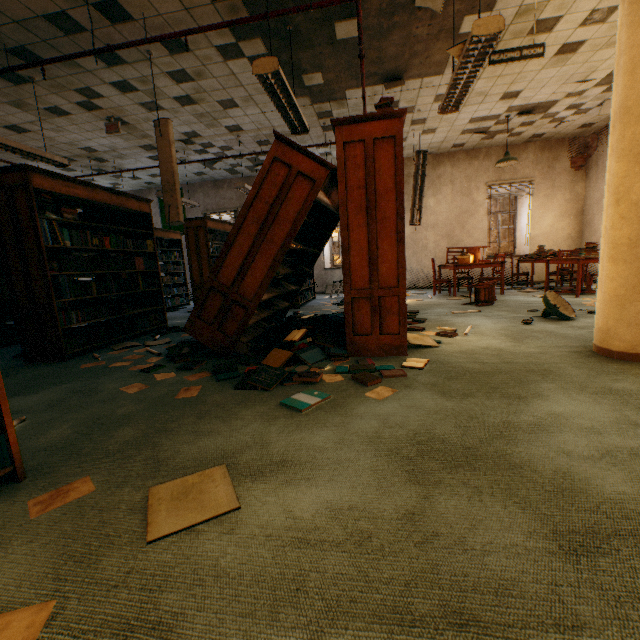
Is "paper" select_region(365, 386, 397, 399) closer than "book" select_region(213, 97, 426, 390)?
Yes

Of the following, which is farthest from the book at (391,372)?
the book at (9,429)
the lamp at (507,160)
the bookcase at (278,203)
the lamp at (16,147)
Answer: the lamp at (507,160)

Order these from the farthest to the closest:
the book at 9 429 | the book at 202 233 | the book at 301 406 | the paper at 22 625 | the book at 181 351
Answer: the book at 202 233 → the book at 181 351 → the book at 301 406 → the book at 9 429 → the paper at 22 625

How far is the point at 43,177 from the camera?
3.66m

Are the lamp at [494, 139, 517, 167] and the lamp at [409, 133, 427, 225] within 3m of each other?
yes

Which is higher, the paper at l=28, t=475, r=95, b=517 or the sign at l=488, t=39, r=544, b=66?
the sign at l=488, t=39, r=544, b=66

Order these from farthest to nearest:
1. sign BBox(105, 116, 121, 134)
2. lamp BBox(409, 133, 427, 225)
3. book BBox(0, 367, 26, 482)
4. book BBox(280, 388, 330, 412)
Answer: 1. lamp BBox(409, 133, 427, 225)
2. sign BBox(105, 116, 121, 134)
3. book BBox(280, 388, 330, 412)
4. book BBox(0, 367, 26, 482)

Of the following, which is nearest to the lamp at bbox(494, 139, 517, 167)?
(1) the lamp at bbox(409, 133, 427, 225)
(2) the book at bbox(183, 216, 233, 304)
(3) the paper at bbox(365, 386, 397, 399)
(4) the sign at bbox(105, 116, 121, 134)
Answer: (1) the lamp at bbox(409, 133, 427, 225)
